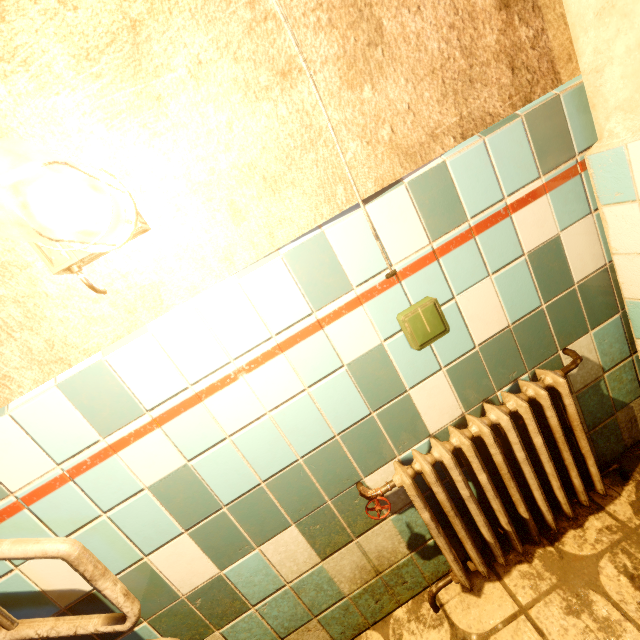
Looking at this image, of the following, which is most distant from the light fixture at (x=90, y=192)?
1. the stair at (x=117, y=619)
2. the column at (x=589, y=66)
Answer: the column at (x=589, y=66)

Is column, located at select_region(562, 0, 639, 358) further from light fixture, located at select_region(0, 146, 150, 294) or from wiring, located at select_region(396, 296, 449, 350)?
light fixture, located at select_region(0, 146, 150, 294)

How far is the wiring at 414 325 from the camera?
1.05m

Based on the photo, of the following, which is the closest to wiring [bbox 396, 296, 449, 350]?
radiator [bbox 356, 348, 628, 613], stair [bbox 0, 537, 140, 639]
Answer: radiator [bbox 356, 348, 628, 613]

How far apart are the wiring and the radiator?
0.33m

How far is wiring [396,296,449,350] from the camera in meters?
1.1 m

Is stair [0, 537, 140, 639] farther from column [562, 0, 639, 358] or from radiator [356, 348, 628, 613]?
column [562, 0, 639, 358]

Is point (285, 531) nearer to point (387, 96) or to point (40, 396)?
point (40, 396)
